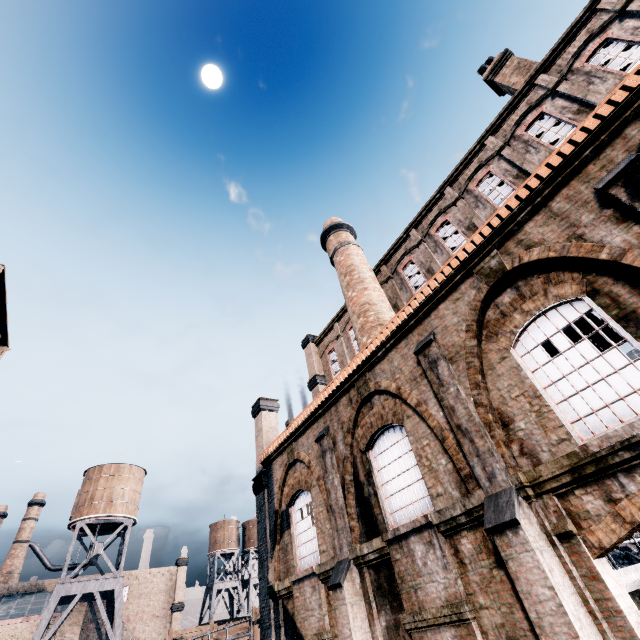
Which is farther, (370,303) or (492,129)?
(370,303)

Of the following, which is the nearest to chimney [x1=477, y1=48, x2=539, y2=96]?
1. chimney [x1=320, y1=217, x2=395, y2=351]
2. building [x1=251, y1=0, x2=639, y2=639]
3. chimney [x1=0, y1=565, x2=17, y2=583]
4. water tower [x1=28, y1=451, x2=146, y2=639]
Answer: building [x1=251, y1=0, x2=639, y2=639]

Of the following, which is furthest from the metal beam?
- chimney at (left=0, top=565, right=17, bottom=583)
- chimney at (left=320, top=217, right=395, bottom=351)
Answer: chimney at (left=0, top=565, right=17, bottom=583)

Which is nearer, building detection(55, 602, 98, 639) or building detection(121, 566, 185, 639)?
building detection(55, 602, 98, 639)

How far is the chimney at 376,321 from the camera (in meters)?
16.91

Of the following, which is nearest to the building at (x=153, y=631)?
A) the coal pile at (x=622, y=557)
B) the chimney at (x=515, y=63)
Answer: the coal pile at (x=622, y=557)

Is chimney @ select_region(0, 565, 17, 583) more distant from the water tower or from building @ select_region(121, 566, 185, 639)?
the water tower

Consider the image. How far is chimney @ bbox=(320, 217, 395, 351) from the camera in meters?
16.9 m
